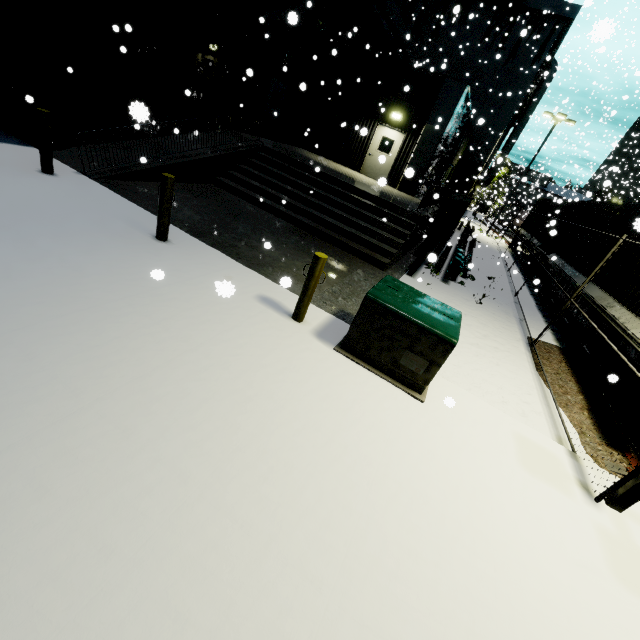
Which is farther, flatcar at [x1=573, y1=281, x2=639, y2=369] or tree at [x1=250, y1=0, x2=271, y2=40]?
tree at [x1=250, y1=0, x2=271, y2=40]

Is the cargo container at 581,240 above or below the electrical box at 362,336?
above

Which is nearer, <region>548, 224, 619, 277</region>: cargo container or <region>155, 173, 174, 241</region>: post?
<region>155, 173, 174, 241</region>: post

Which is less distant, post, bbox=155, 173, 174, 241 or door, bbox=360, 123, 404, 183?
post, bbox=155, 173, 174, 241

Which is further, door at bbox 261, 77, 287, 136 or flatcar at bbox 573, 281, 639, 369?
door at bbox 261, 77, 287, 136

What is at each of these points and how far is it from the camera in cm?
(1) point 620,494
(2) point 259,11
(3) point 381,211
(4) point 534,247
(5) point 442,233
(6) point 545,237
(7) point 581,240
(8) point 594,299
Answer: (1) light, 399
(2) tree, 1280
(3) building, 1075
(4) flatcar, 1766
(5) ceiling beam support, 1568
(6) cargo container, 1767
(7) cargo container, 1230
(8) flatcar, 846

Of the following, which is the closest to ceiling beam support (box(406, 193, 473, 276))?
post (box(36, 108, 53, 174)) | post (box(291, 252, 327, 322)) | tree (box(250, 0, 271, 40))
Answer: post (box(291, 252, 327, 322))

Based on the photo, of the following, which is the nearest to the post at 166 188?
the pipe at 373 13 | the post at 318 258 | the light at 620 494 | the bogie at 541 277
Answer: the post at 318 258
